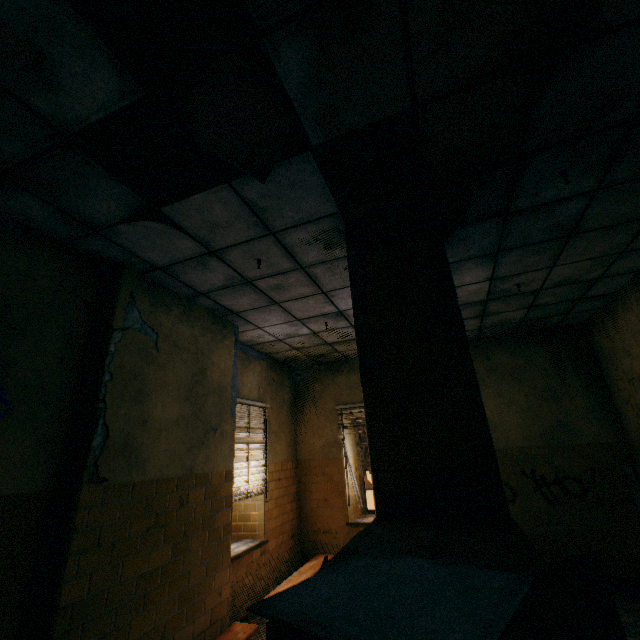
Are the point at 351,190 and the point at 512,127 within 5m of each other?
yes

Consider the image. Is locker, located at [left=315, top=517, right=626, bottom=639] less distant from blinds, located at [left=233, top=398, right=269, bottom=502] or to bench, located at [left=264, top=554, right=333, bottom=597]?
bench, located at [left=264, top=554, right=333, bottom=597]

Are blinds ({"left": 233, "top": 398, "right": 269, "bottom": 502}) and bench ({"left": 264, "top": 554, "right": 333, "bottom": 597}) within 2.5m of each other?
yes

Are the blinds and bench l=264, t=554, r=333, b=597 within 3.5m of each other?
yes

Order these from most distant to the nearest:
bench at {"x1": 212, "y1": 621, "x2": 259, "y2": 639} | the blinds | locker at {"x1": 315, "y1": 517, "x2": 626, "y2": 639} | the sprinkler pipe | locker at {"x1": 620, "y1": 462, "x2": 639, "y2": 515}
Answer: the blinds
locker at {"x1": 620, "y1": 462, "x2": 639, "y2": 515}
bench at {"x1": 212, "y1": 621, "x2": 259, "y2": 639}
the sprinkler pipe
locker at {"x1": 315, "y1": 517, "x2": 626, "y2": 639}

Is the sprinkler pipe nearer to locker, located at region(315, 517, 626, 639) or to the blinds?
locker, located at region(315, 517, 626, 639)

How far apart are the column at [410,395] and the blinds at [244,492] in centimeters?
273cm

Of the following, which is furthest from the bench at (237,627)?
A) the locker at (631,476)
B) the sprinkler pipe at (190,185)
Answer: the locker at (631,476)
